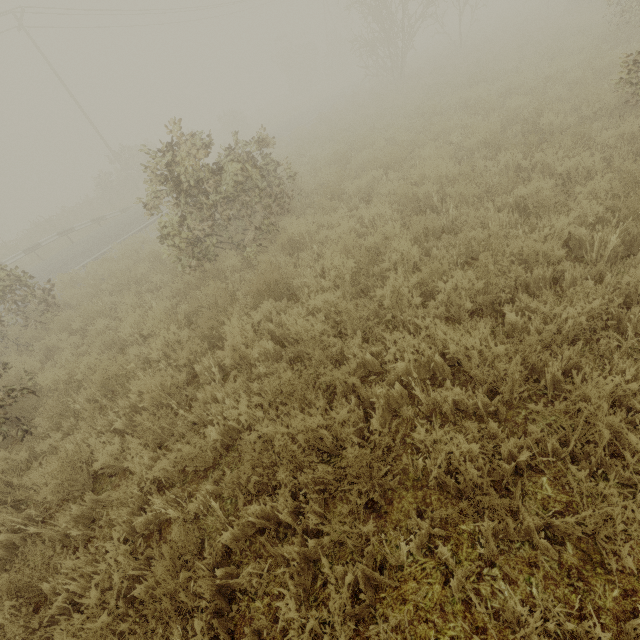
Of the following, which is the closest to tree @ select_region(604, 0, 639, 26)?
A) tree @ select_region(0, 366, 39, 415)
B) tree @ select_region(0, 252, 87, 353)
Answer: tree @ select_region(0, 366, 39, 415)

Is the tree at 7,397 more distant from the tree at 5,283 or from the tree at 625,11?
the tree at 625,11

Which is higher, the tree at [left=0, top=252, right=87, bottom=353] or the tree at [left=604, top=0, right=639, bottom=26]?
the tree at [left=0, top=252, right=87, bottom=353]

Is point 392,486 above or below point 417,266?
below

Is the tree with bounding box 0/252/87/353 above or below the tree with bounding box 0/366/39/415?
above

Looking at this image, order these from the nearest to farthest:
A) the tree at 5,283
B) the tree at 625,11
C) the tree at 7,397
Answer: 1. the tree at 7,397
2. the tree at 5,283
3. the tree at 625,11

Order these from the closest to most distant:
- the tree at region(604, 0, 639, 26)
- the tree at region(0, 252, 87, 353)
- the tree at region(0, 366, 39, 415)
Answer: the tree at region(0, 366, 39, 415) < the tree at region(0, 252, 87, 353) < the tree at region(604, 0, 639, 26)
